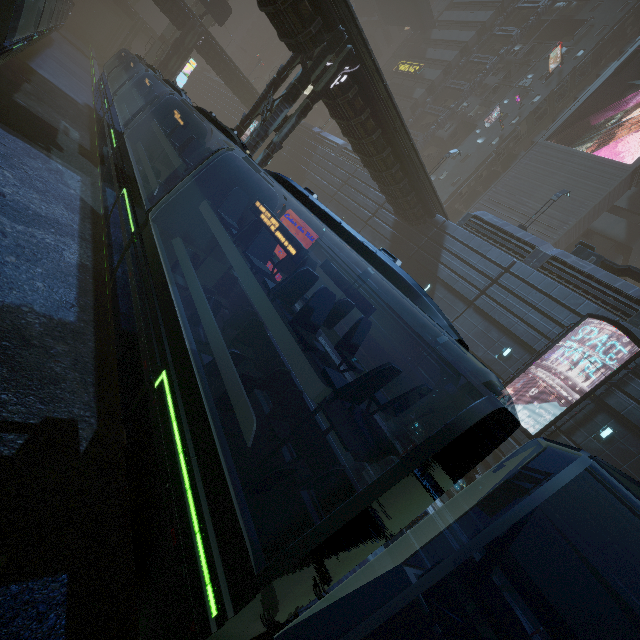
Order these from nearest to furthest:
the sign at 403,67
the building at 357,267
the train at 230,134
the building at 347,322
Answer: the train at 230,134
the building at 347,322
the building at 357,267
the sign at 403,67

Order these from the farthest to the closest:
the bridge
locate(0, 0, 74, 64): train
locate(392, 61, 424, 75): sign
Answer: the bridge
locate(392, 61, 424, 75): sign
locate(0, 0, 74, 64): train

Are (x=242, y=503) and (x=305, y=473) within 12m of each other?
yes

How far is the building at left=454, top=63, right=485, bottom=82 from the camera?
43.28m

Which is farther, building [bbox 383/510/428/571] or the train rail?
building [bbox 383/510/428/571]

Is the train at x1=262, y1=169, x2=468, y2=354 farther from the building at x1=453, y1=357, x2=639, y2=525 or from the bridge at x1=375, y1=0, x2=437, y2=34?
the bridge at x1=375, y1=0, x2=437, y2=34

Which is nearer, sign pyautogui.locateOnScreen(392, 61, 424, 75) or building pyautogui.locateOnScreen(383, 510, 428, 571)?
building pyautogui.locateOnScreen(383, 510, 428, 571)

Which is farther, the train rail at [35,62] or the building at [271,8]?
the building at [271,8]
